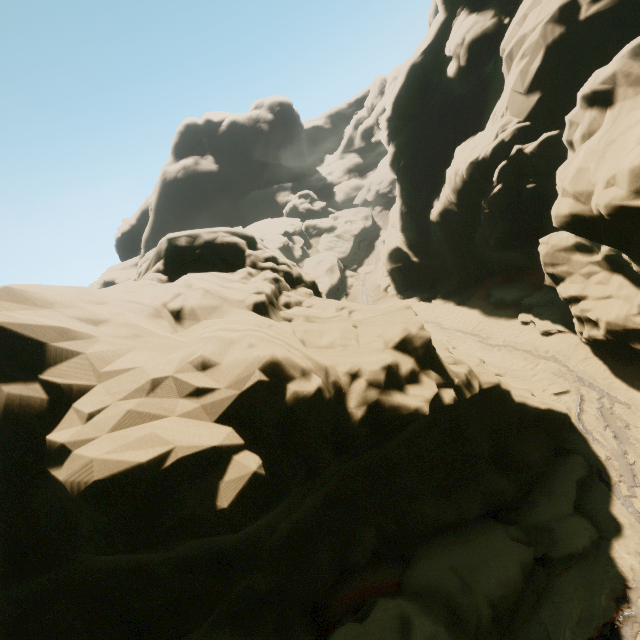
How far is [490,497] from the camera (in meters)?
9.32
